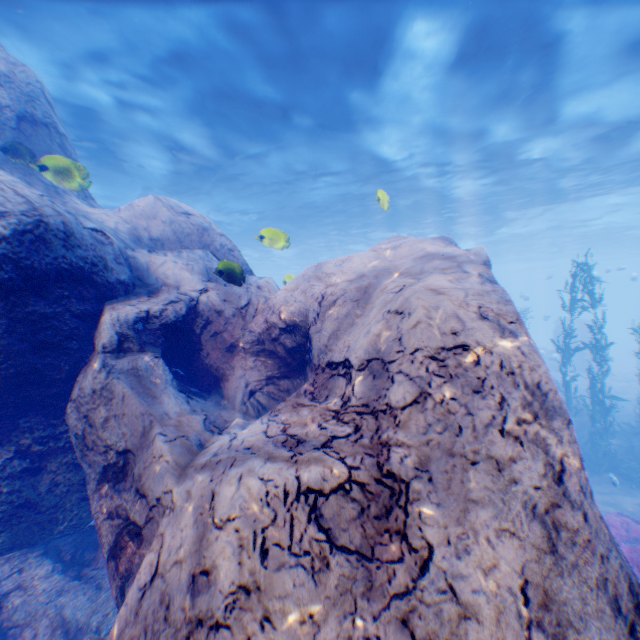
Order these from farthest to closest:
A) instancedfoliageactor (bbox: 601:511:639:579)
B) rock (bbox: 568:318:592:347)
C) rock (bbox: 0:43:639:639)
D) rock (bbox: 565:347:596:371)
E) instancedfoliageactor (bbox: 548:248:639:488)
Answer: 1. rock (bbox: 568:318:592:347)
2. rock (bbox: 565:347:596:371)
3. instancedfoliageactor (bbox: 548:248:639:488)
4. instancedfoliageactor (bbox: 601:511:639:579)
5. rock (bbox: 0:43:639:639)

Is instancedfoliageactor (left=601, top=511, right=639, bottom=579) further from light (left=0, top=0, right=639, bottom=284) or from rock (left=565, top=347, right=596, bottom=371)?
light (left=0, top=0, right=639, bottom=284)

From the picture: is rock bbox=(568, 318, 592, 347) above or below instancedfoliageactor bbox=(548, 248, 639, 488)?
above

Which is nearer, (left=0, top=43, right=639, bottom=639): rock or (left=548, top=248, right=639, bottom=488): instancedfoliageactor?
(left=0, top=43, right=639, bottom=639): rock

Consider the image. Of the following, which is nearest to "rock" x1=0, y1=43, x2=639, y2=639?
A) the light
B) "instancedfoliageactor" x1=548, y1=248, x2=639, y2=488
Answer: the light

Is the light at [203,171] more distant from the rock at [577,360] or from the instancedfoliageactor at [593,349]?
the instancedfoliageactor at [593,349]

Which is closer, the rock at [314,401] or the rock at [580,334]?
the rock at [314,401]

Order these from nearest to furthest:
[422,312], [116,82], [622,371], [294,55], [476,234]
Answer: [422,312] < [294,55] < [116,82] < [622,371] < [476,234]
